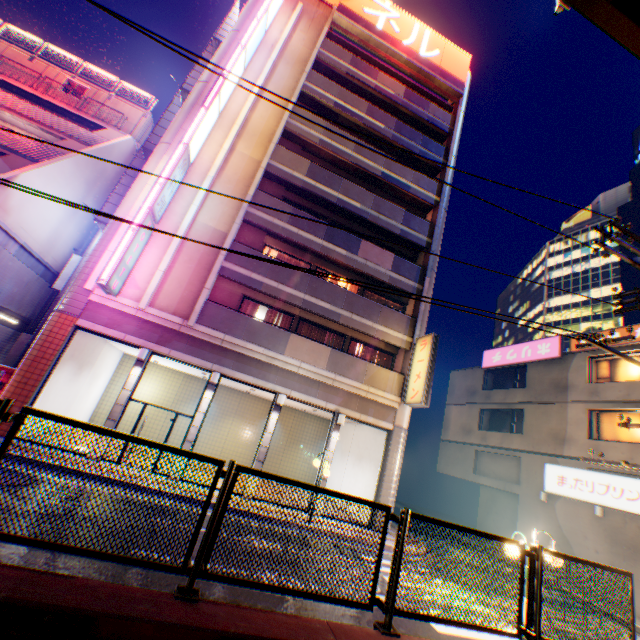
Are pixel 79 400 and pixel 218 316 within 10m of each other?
yes

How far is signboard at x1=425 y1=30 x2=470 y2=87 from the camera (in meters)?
23.45

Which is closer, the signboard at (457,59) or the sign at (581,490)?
the sign at (581,490)

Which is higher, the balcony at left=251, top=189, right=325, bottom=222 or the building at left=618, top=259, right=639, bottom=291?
the building at left=618, top=259, right=639, bottom=291

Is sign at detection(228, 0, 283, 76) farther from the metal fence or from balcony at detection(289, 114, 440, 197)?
the metal fence

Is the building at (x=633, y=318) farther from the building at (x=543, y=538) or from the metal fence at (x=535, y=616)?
the metal fence at (x=535, y=616)

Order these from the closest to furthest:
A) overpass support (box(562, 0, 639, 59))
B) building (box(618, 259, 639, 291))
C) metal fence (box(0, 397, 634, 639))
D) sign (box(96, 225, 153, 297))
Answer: metal fence (box(0, 397, 634, 639)) < overpass support (box(562, 0, 639, 59)) < sign (box(96, 225, 153, 297)) < building (box(618, 259, 639, 291))

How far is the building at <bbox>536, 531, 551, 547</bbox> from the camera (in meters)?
16.48
